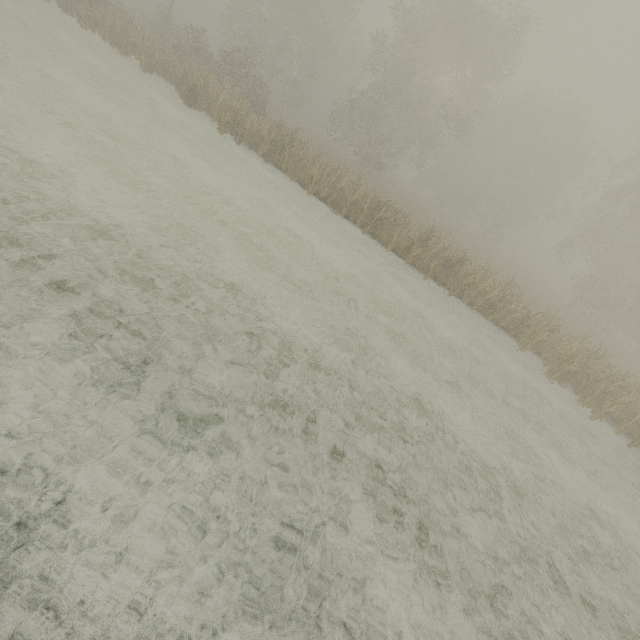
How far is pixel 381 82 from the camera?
36.4 meters
